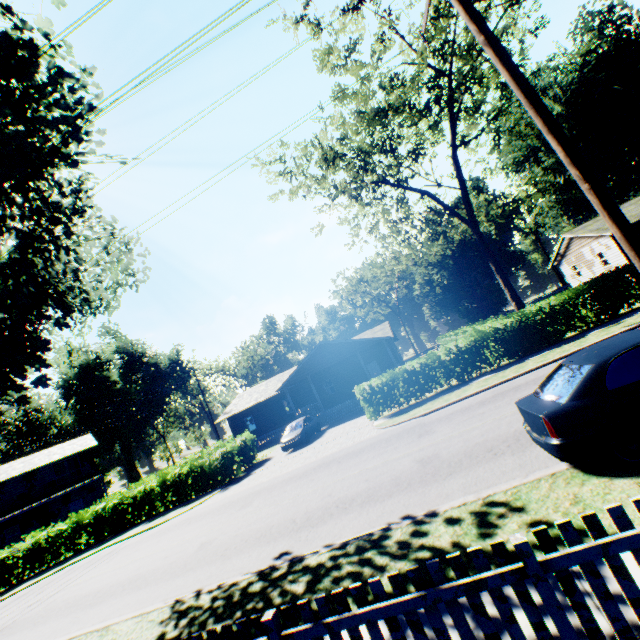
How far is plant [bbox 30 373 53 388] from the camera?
12.6 meters

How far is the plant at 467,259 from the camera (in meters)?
51.91

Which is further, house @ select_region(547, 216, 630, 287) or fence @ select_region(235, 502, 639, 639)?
house @ select_region(547, 216, 630, 287)

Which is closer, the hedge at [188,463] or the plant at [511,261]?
the hedge at [188,463]

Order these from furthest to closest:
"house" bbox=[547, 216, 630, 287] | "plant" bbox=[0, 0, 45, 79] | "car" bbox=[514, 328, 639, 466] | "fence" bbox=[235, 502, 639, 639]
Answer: "house" bbox=[547, 216, 630, 287] < "plant" bbox=[0, 0, 45, 79] < "car" bbox=[514, 328, 639, 466] < "fence" bbox=[235, 502, 639, 639]

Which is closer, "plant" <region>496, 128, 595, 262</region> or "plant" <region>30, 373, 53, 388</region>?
"plant" <region>30, 373, 53, 388</region>

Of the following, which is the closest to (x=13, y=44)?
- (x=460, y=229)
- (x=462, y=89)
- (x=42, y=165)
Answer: (x=42, y=165)
